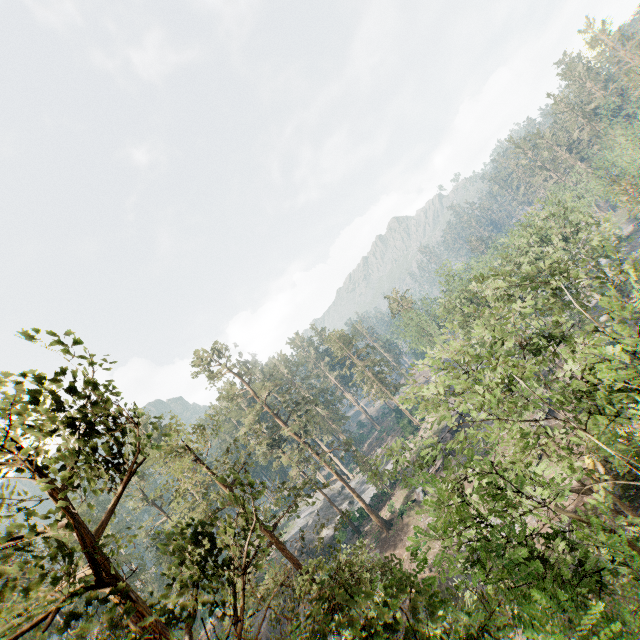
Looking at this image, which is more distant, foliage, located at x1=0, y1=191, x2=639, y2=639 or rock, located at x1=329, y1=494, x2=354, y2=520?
rock, located at x1=329, y1=494, x2=354, y2=520

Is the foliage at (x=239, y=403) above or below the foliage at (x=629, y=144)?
above

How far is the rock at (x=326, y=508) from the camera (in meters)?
44.16

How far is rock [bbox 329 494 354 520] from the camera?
50.88m

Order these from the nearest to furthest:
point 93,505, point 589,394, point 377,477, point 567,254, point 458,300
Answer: point 93,505, point 589,394, point 567,254, point 458,300, point 377,477

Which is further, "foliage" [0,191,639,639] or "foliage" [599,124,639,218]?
"foliage" [599,124,639,218]

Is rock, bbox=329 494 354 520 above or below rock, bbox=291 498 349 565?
below
